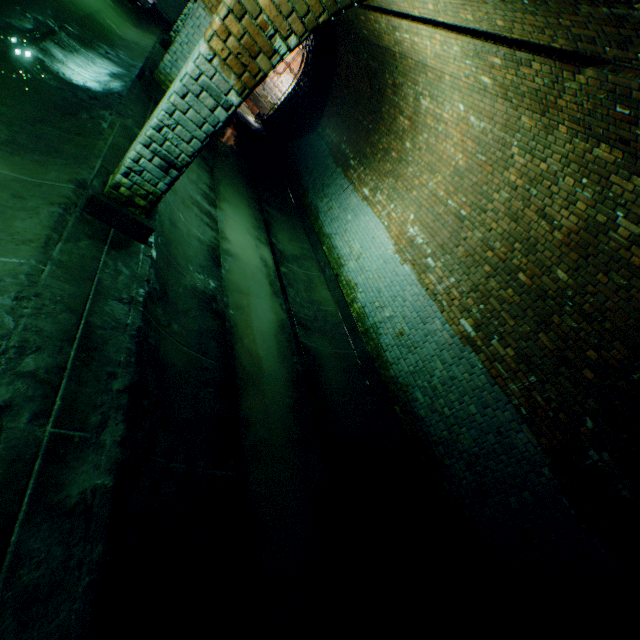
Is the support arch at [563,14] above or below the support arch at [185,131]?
above

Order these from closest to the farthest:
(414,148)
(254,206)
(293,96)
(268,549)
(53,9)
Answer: (268,549) < (53,9) < (414,148) < (254,206) < (293,96)

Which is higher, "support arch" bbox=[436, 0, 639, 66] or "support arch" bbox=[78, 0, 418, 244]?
"support arch" bbox=[436, 0, 639, 66]
